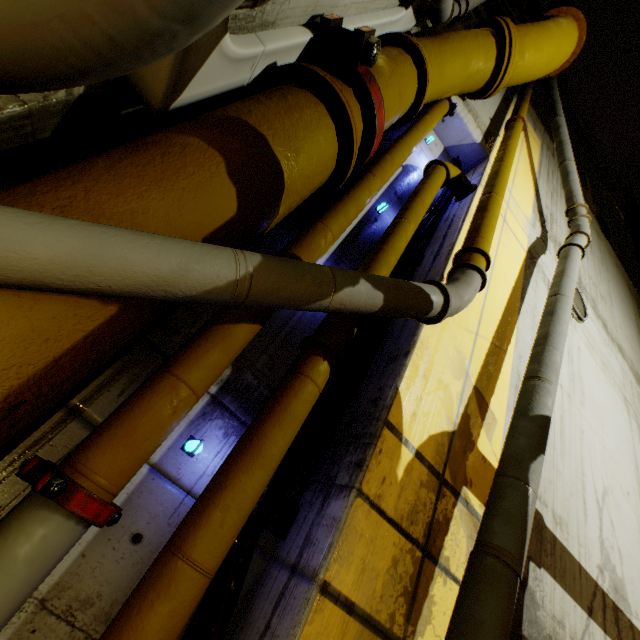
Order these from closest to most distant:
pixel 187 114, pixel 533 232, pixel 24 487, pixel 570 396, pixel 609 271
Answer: pixel 24 487, pixel 187 114, pixel 570 396, pixel 533 232, pixel 609 271

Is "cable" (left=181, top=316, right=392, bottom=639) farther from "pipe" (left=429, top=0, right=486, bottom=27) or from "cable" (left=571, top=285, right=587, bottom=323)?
"cable" (left=571, top=285, right=587, bottom=323)

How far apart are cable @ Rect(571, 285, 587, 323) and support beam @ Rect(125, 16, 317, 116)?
5.3m

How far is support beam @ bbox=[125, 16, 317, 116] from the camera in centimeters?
157cm

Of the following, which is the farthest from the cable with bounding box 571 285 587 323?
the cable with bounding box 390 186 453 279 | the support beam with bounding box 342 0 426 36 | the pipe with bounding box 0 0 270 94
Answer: the support beam with bounding box 342 0 426 36

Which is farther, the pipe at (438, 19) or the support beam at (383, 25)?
the pipe at (438, 19)

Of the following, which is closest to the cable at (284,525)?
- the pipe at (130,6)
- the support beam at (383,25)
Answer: the pipe at (130,6)
